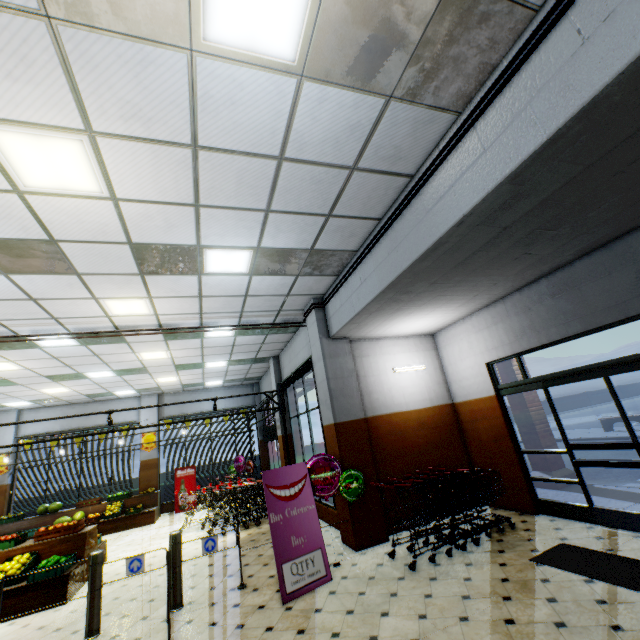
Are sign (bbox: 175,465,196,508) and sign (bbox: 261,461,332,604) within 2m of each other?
no

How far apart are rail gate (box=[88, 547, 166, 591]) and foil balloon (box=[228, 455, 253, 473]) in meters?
9.0

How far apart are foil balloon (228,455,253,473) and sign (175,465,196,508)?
1.4m

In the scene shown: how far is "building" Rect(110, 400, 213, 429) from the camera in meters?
14.2 m

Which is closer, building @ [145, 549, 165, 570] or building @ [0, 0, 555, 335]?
building @ [0, 0, 555, 335]

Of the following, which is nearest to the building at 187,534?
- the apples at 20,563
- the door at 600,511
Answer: the door at 600,511

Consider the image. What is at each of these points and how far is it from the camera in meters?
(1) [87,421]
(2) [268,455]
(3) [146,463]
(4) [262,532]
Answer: (1) building, 13.8 m
(2) building, 15.3 m
(3) building, 13.7 m
(4) building, 8.0 m

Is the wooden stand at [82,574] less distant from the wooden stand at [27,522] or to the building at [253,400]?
the building at [253,400]
